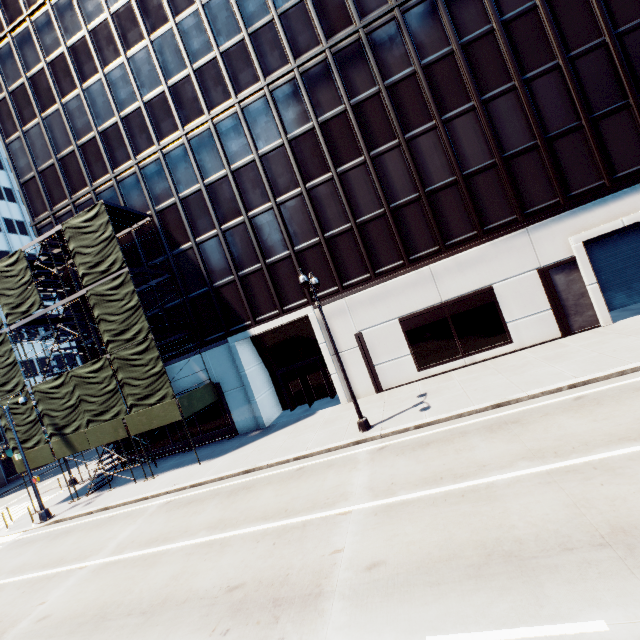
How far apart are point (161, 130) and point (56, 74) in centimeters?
959cm

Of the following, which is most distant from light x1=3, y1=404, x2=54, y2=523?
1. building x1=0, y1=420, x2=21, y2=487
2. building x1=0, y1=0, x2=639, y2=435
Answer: building x1=0, y1=420, x2=21, y2=487

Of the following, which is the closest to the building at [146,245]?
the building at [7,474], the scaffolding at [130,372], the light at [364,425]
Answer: → the scaffolding at [130,372]

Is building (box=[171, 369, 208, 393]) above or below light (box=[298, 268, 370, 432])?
above

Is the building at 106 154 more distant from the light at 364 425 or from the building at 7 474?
the building at 7 474

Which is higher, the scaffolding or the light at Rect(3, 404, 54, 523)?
the scaffolding

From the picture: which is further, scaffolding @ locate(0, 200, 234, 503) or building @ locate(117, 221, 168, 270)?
building @ locate(117, 221, 168, 270)

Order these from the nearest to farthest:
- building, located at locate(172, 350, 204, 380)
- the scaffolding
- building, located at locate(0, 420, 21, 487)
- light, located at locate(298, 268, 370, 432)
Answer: light, located at locate(298, 268, 370, 432) → the scaffolding → building, located at locate(172, 350, 204, 380) → building, located at locate(0, 420, 21, 487)
